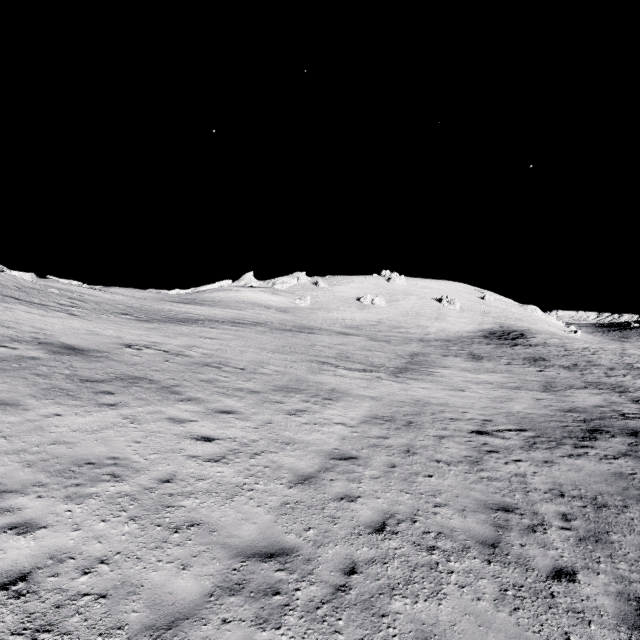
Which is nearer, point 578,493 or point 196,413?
point 578,493
